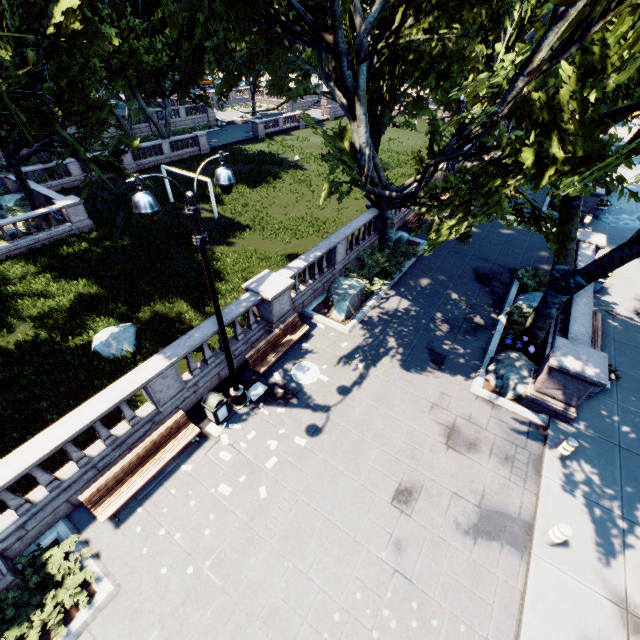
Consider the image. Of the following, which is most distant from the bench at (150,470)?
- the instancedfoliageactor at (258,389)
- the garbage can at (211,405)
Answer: the instancedfoliageactor at (258,389)

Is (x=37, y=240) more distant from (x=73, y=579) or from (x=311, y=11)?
(x=73, y=579)

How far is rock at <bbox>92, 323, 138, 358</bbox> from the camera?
14.6m

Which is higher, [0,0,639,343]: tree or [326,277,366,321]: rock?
[0,0,639,343]: tree

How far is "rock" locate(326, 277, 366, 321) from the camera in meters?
14.0 m

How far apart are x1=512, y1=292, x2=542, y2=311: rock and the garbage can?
13.09m

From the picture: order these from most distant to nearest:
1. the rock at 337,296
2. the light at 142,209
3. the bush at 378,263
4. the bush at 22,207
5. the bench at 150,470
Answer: the bush at 22,207 → the bush at 378,263 → the rock at 337,296 → the bench at 150,470 → the light at 142,209

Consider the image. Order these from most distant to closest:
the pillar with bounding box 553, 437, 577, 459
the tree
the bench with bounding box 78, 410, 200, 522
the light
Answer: the pillar with bounding box 553, 437, 577, 459, the bench with bounding box 78, 410, 200, 522, the tree, the light
